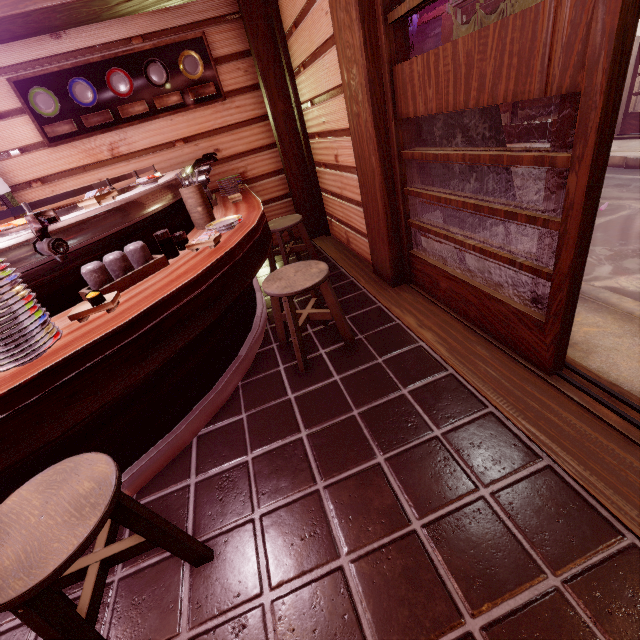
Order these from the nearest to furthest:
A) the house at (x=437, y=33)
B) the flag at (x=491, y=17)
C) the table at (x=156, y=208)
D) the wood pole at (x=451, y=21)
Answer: the table at (x=156, y=208)
the flag at (x=491, y=17)
the wood pole at (x=451, y=21)
the house at (x=437, y=33)

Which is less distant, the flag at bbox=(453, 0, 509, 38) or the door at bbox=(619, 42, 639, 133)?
the door at bbox=(619, 42, 639, 133)

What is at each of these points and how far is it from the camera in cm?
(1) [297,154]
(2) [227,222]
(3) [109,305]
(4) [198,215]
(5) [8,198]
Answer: (1) wood pole, 773
(2) dish, 423
(3) dish, 266
(4) tableware, 449
(5) door frame, 664

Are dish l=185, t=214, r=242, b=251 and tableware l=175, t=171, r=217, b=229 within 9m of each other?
yes

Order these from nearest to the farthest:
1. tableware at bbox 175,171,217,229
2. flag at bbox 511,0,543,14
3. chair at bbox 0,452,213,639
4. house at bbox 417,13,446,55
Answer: chair at bbox 0,452,213,639 → tableware at bbox 175,171,217,229 → flag at bbox 511,0,543,14 → house at bbox 417,13,446,55

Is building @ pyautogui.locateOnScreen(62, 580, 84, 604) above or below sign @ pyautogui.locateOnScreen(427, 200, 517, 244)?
below

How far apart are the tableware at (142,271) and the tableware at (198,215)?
1.2 meters

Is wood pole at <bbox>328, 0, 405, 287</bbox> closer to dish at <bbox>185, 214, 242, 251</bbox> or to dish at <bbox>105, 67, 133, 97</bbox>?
dish at <bbox>185, 214, 242, 251</bbox>
